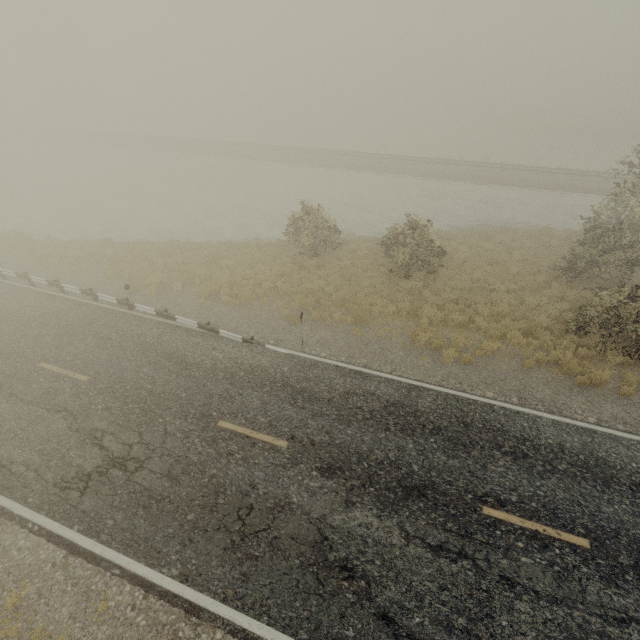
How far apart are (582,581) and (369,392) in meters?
6.3 m
